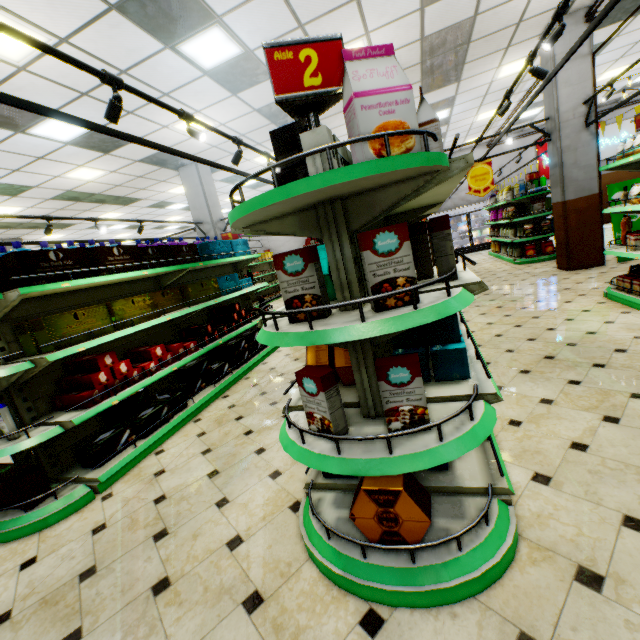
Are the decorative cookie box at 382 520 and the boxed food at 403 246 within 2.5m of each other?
yes

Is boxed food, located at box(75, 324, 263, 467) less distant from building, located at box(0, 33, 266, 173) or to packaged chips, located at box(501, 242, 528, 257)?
building, located at box(0, 33, 266, 173)

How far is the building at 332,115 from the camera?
7.9 meters

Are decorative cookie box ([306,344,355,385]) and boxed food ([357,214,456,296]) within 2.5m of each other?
yes

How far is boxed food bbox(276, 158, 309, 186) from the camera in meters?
1.8 m

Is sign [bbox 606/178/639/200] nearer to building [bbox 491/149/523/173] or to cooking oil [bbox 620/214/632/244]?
building [bbox 491/149/523/173]

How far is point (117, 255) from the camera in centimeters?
355cm

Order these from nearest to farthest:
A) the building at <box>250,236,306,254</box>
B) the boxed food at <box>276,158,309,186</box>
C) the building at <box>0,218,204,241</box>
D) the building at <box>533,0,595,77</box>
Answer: the boxed food at <box>276,158,309,186</box>
the building at <box>533,0,595,77</box>
the building at <box>0,218,204,241</box>
the building at <box>250,236,306,254</box>
